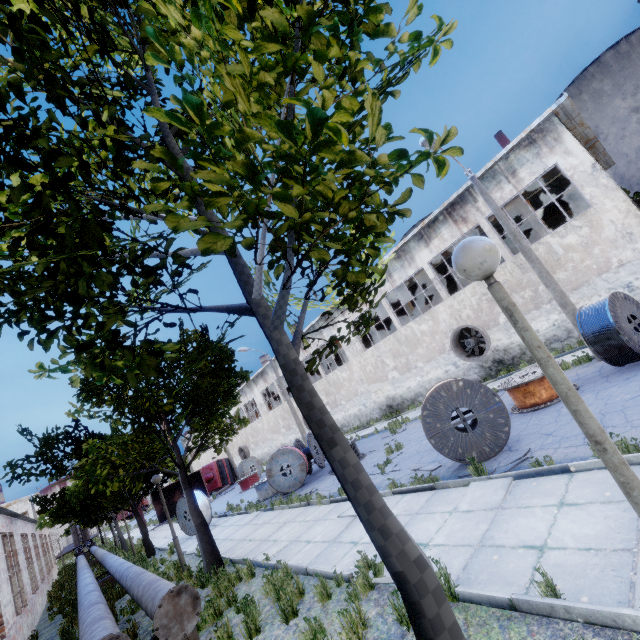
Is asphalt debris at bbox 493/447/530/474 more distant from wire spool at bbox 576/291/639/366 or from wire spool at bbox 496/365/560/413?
wire spool at bbox 576/291/639/366

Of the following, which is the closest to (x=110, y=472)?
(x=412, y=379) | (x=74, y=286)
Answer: (x=74, y=286)

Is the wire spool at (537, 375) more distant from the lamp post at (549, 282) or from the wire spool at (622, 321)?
the lamp post at (549, 282)

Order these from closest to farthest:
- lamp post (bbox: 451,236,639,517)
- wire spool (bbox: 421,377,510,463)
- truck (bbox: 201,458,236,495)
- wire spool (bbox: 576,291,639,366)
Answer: lamp post (bbox: 451,236,639,517), wire spool (bbox: 421,377,510,463), wire spool (bbox: 576,291,639,366), truck (bbox: 201,458,236,495)

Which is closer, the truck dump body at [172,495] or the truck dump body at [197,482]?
the truck dump body at [197,482]

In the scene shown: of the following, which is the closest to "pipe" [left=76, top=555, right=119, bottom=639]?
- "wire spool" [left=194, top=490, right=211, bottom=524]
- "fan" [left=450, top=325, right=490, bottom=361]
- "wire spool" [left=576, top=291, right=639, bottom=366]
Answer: "wire spool" [left=194, top=490, right=211, bottom=524]

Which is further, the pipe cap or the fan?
the fan

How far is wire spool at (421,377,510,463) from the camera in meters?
7.9
